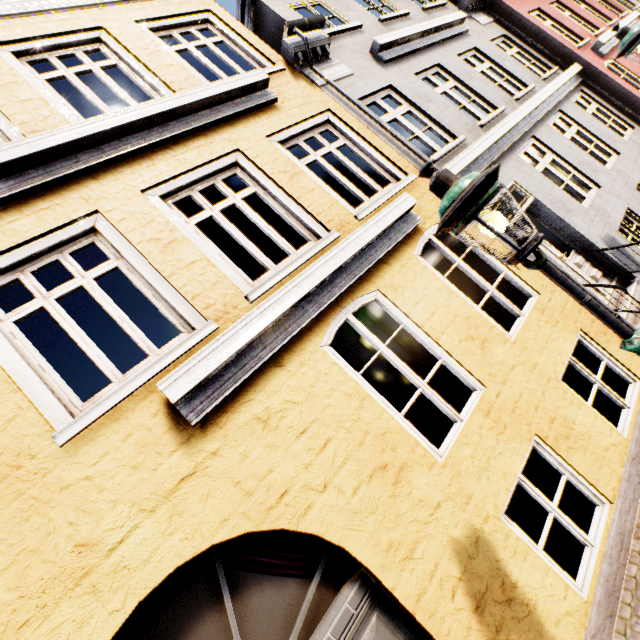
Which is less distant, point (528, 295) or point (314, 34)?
point (528, 295)

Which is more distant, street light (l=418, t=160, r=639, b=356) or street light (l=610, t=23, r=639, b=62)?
street light (l=610, t=23, r=639, b=62)

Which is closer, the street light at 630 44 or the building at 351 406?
the building at 351 406

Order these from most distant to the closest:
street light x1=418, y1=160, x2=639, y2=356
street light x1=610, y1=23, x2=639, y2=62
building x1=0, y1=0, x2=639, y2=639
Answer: street light x1=610, y1=23, x2=639, y2=62 < building x1=0, y1=0, x2=639, y2=639 < street light x1=418, y1=160, x2=639, y2=356

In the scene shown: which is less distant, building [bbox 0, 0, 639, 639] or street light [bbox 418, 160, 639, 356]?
street light [bbox 418, 160, 639, 356]

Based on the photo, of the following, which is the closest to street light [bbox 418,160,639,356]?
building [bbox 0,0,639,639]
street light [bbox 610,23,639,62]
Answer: building [bbox 0,0,639,639]

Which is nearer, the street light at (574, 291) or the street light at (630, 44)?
the street light at (574, 291)
